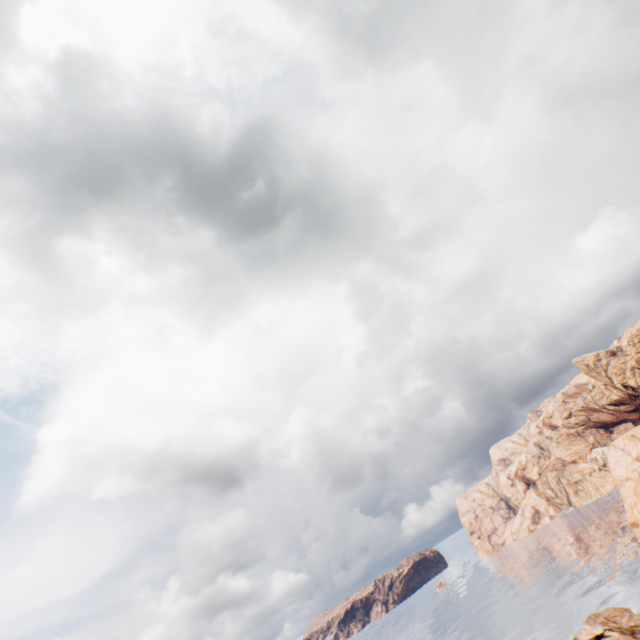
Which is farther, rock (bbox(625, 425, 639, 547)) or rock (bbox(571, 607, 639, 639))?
rock (bbox(625, 425, 639, 547))

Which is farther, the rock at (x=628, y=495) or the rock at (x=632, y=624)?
the rock at (x=628, y=495)

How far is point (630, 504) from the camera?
59.03m
